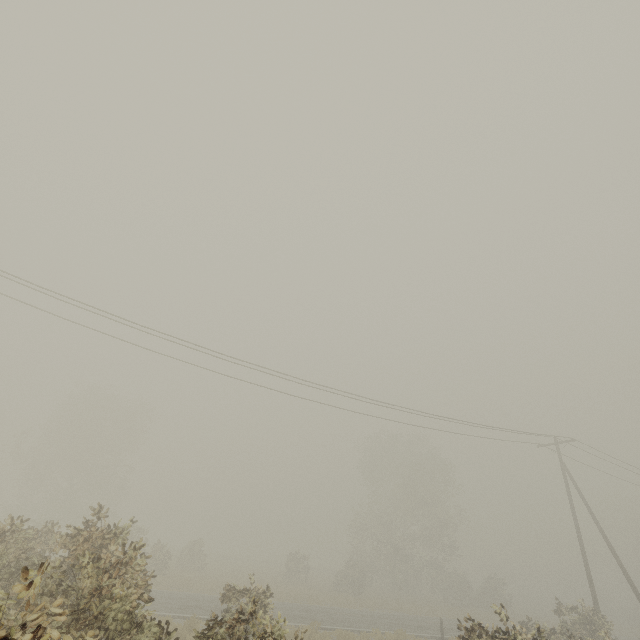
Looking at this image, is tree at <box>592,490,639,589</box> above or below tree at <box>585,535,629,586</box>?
above

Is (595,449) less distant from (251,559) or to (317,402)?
(317,402)

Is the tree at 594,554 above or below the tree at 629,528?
below

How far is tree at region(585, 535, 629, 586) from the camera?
51.8 meters

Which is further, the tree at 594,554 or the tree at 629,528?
the tree at 594,554

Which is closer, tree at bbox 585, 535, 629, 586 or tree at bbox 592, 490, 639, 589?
tree at bbox 592, 490, 639, 589
